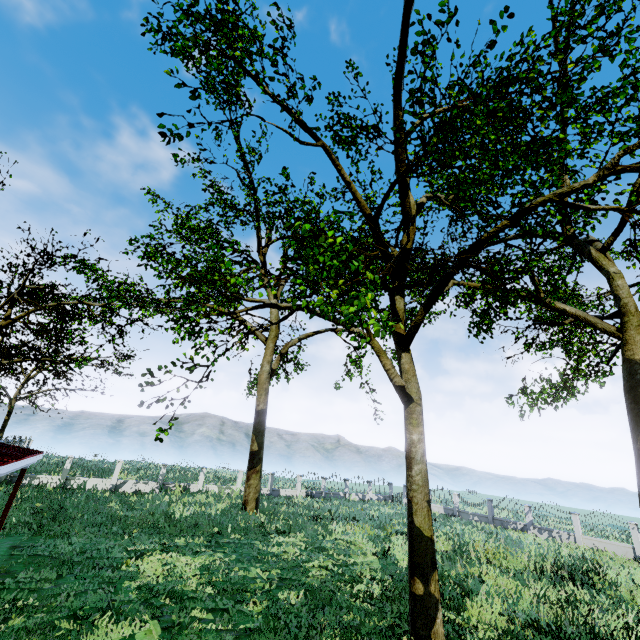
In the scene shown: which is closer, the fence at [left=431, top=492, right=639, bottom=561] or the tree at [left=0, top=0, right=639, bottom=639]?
the tree at [left=0, top=0, right=639, bottom=639]

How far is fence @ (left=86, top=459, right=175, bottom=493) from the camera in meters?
23.6 m

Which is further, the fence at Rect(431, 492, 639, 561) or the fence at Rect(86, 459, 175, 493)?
the fence at Rect(86, 459, 175, 493)

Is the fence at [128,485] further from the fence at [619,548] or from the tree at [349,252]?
the fence at [619,548]

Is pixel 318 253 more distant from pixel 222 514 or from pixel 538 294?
pixel 222 514

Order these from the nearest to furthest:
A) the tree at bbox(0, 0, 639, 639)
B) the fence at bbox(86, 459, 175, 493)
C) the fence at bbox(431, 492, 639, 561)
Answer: the tree at bbox(0, 0, 639, 639), the fence at bbox(431, 492, 639, 561), the fence at bbox(86, 459, 175, 493)

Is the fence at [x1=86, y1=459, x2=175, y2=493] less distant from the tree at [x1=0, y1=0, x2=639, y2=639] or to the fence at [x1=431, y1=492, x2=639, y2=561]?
the tree at [x1=0, y1=0, x2=639, y2=639]

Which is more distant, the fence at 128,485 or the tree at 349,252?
the fence at 128,485
